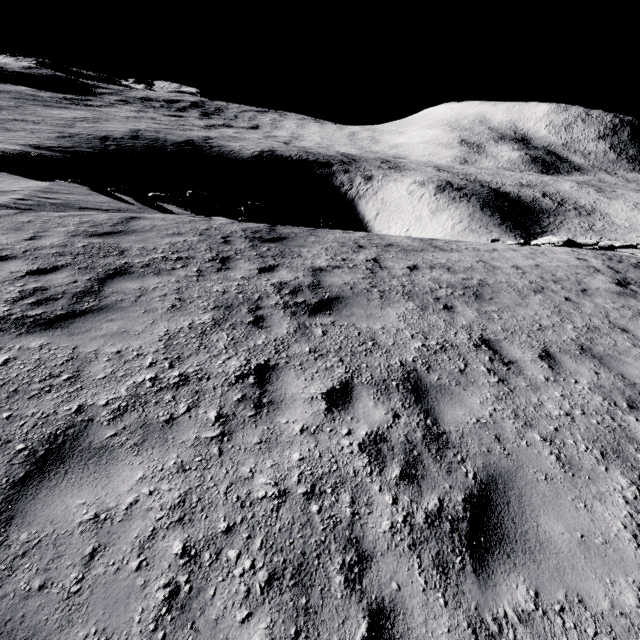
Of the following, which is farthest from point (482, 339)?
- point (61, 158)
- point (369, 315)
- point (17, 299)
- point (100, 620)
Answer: point (61, 158)

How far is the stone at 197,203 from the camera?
13.39m

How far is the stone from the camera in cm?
A: 1339
